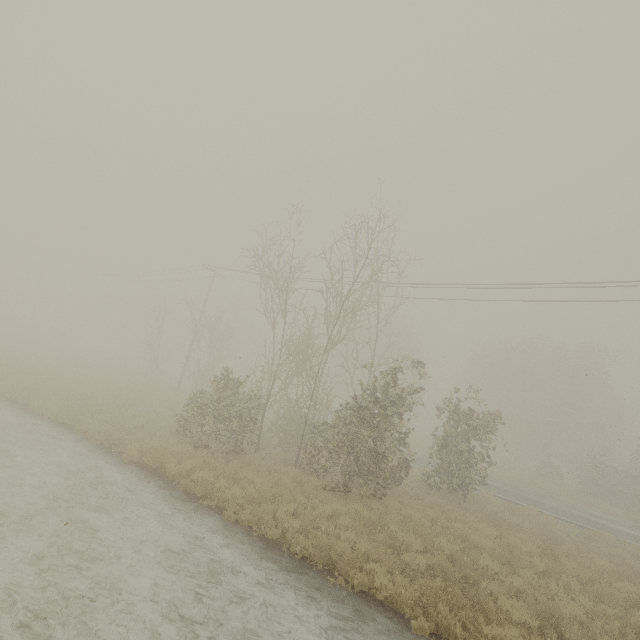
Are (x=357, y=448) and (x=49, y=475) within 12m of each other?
yes
